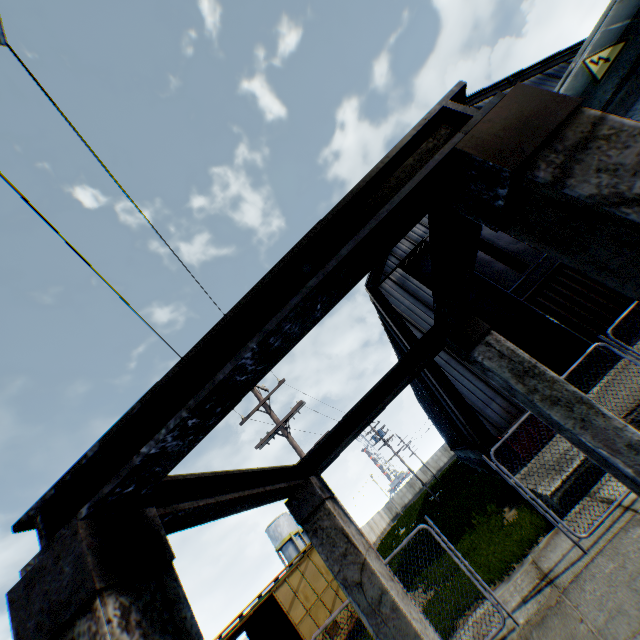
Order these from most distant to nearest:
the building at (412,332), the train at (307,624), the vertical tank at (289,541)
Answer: the vertical tank at (289,541), the building at (412,332), the train at (307,624)

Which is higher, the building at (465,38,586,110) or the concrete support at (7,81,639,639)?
the building at (465,38,586,110)

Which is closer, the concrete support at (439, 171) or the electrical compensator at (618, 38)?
the concrete support at (439, 171)

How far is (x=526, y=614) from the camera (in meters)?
5.98

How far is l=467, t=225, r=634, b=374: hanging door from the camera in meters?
14.5 m

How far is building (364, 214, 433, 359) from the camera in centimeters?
1717cm

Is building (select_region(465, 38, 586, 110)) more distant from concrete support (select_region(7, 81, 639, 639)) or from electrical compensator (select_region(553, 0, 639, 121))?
concrete support (select_region(7, 81, 639, 639))

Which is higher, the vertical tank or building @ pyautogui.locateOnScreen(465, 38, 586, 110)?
building @ pyautogui.locateOnScreen(465, 38, 586, 110)
